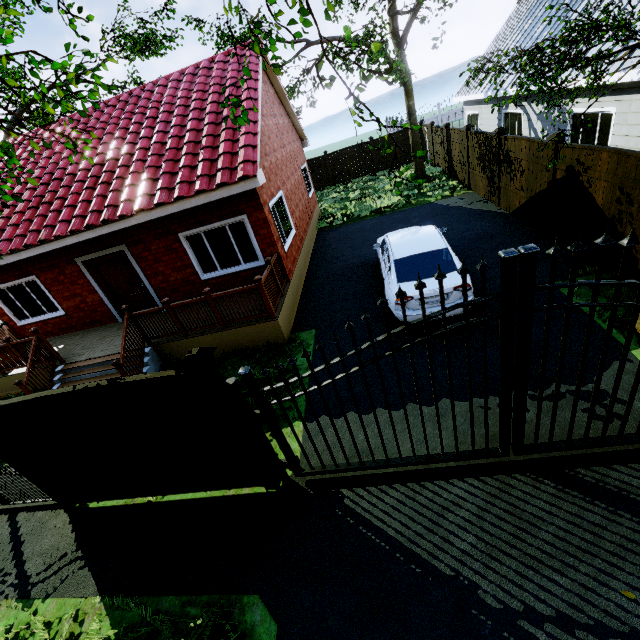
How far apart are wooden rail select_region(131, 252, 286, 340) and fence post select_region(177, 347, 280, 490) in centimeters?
353cm

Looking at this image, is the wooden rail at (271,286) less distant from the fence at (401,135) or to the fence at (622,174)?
the fence at (622,174)

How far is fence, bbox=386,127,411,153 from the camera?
21.9 meters

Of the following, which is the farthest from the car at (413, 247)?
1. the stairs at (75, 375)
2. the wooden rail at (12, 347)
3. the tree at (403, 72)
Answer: the wooden rail at (12, 347)

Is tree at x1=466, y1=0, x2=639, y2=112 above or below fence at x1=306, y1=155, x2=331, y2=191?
above

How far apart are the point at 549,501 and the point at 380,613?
2.3 meters

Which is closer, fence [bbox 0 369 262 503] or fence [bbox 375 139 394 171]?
fence [bbox 0 369 262 503]

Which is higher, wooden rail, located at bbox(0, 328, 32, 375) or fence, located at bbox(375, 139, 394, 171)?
wooden rail, located at bbox(0, 328, 32, 375)
